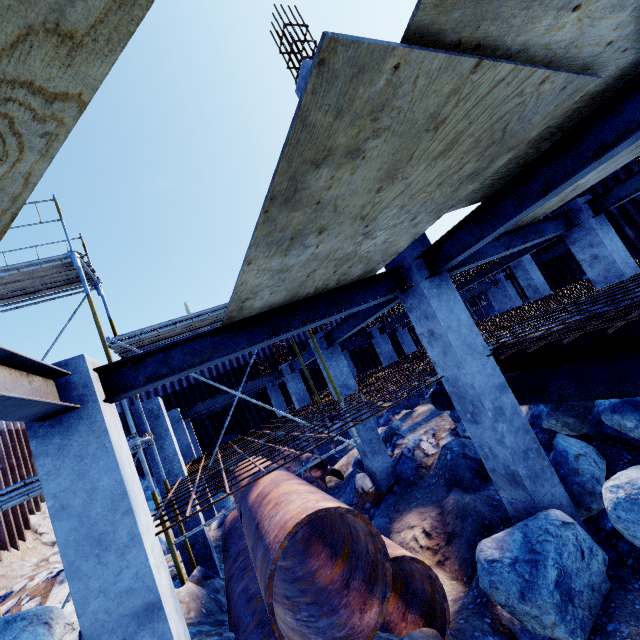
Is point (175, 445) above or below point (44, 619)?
above

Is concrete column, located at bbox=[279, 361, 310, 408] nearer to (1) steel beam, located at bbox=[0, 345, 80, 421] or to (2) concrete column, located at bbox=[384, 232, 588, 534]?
(2) concrete column, located at bbox=[384, 232, 588, 534]

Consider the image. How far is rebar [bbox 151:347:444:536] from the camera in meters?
4.3

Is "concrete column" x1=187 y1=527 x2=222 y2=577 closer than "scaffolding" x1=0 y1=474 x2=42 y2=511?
No

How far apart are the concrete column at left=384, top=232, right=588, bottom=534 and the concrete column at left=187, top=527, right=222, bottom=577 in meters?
6.2 m

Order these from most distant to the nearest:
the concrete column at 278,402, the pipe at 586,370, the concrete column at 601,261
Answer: the concrete column at 278,402 → the concrete column at 601,261 → the pipe at 586,370

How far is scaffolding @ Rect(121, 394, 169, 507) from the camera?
5.8m

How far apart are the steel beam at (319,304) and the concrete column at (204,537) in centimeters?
453cm
